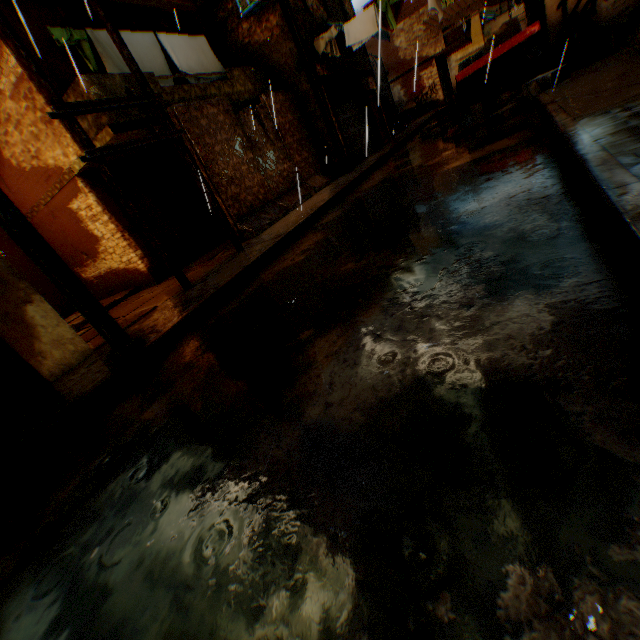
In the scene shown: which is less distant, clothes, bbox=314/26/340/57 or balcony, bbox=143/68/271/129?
balcony, bbox=143/68/271/129

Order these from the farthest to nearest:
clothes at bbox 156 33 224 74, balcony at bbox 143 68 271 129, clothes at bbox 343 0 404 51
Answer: clothes at bbox 343 0 404 51 → clothes at bbox 156 33 224 74 → balcony at bbox 143 68 271 129

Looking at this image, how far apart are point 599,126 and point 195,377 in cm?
528

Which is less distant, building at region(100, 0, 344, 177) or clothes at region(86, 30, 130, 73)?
clothes at region(86, 30, 130, 73)

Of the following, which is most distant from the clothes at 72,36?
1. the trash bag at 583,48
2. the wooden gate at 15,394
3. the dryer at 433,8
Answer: the wooden gate at 15,394

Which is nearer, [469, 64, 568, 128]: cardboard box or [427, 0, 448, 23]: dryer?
[469, 64, 568, 128]: cardboard box

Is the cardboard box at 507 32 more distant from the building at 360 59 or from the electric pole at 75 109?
the electric pole at 75 109

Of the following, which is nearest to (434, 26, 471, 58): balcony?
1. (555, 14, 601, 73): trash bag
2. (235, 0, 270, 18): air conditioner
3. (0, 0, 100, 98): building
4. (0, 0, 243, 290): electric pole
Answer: (0, 0, 100, 98): building
